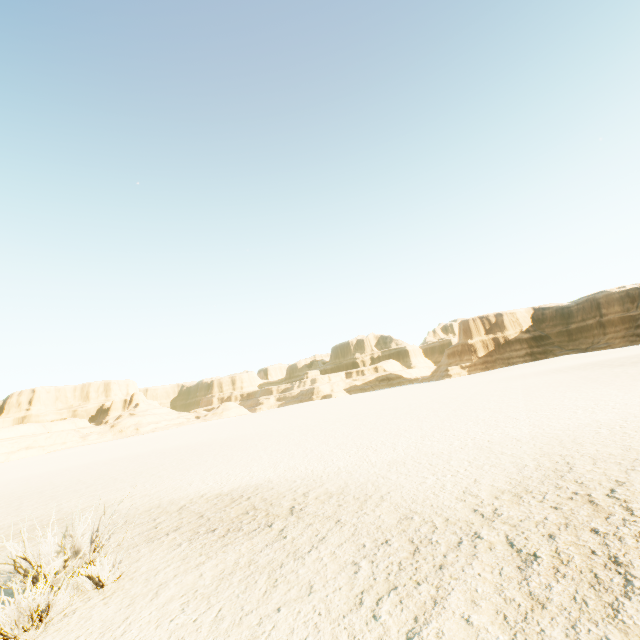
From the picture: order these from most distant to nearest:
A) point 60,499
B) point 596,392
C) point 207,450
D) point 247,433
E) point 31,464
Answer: point 31,464 → point 247,433 → point 207,450 → point 596,392 → point 60,499
